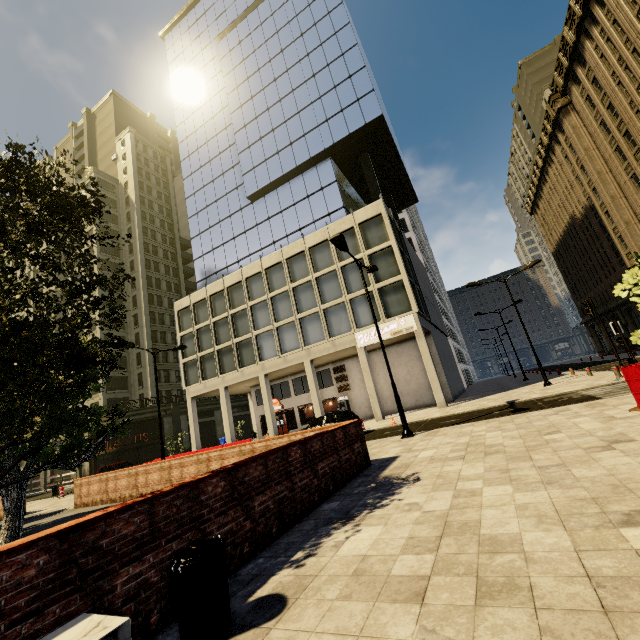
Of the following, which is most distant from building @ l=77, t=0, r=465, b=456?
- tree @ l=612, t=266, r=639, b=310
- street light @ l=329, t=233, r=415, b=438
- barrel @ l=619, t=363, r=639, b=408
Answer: barrel @ l=619, t=363, r=639, b=408

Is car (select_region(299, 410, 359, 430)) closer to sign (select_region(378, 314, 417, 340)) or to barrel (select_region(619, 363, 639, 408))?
sign (select_region(378, 314, 417, 340))

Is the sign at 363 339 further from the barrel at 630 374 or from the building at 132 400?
the barrel at 630 374

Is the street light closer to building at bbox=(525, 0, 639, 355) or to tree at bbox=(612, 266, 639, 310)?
tree at bbox=(612, 266, 639, 310)

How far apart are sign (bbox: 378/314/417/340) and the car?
7.3m

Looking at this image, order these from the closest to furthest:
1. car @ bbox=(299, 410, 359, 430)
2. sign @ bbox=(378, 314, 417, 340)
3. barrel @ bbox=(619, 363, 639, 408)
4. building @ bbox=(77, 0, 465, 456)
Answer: barrel @ bbox=(619, 363, 639, 408) < car @ bbox=(299, 410, 359, 430) < sign @ bbox=(378, 314, 417, 340) < building @ bbox=(77, 0, 465, 456)

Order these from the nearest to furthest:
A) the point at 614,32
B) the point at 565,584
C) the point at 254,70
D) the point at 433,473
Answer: the point at 565,584 → the point at 433,473 → the point at 614,32 → the point at 254,70

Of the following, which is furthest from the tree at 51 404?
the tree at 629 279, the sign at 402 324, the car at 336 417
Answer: the sign at 402 324
